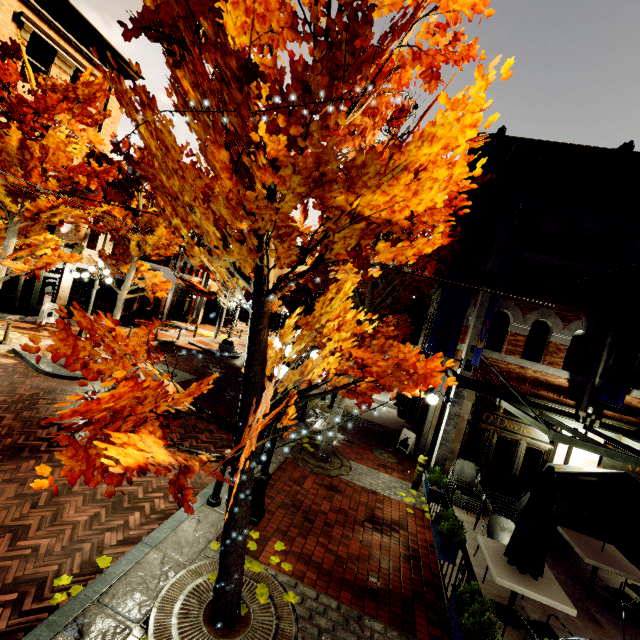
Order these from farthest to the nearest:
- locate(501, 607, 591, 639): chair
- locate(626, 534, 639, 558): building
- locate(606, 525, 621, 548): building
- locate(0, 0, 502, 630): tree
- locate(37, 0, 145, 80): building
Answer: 1. locate(37, 0, 145, 80): building
2. locate(626, 534, 639, 558): building
3. locate(606, 525, 621, 548): building
4. locate(501, 607, 591, 639): chair
5. locate(0, 0, 502, 630): tree

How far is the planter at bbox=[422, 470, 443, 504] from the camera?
7.1 meters

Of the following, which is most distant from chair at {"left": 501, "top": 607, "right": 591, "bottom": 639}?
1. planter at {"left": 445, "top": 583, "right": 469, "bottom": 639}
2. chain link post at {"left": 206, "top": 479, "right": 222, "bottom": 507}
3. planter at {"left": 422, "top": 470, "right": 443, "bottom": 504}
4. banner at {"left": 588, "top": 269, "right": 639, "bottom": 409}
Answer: chain link post at {"left": 206, "top": 479, "right": 222, "bottom": 507}

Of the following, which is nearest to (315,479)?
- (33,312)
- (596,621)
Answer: (596,621)

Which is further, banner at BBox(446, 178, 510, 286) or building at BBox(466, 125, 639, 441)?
banner at BBox(446, 178, 510, 286)

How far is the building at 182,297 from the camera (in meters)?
22.41

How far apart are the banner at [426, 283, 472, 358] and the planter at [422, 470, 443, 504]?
3.04m

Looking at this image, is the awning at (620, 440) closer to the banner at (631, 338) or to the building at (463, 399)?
the building at (463, 399)
